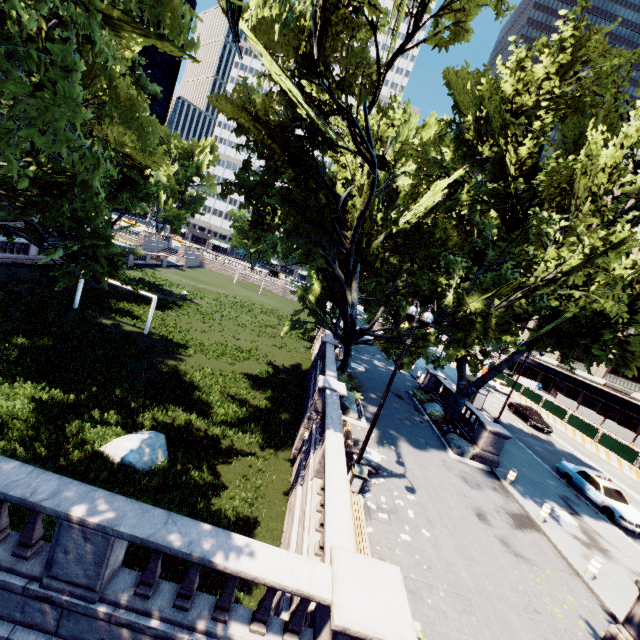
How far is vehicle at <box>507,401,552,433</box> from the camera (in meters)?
30.33

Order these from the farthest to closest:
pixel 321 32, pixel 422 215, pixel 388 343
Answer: pixel 388 343
pixel 422 215
pixel 321 32

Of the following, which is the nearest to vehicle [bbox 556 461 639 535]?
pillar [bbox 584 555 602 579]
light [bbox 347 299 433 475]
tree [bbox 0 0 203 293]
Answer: tree [bbox 0 0 203 293]

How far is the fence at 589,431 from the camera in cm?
3125

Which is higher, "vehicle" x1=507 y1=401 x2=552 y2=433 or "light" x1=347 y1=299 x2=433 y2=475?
"light" x1=347 y1=299 x2=433 y2=475

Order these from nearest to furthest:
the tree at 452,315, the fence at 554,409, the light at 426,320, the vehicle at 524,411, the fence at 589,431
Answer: the light at 426,320 → the tree at 452,315 → the vehicle at 524,411 → the fence at 589,431 → the fence at 554,409

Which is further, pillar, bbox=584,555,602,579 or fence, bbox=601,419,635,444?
fence, bbox=601,419,635,444

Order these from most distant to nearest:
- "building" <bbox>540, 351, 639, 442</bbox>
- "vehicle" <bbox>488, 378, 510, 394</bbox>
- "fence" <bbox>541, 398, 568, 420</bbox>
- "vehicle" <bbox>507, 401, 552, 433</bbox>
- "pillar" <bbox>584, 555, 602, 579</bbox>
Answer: "building" <bbox>540, 351, 639, 442</bbox>, "vehicle" <bbox>488, 378, 510, 394</bbox>, "fence" <bbox>541, 398, 568, 420</bbox>, "vehicle" <bbox>507, 401, 552, 433</bbox>, "pillar" <bbox>584, 555, 602, 579</bbox>
